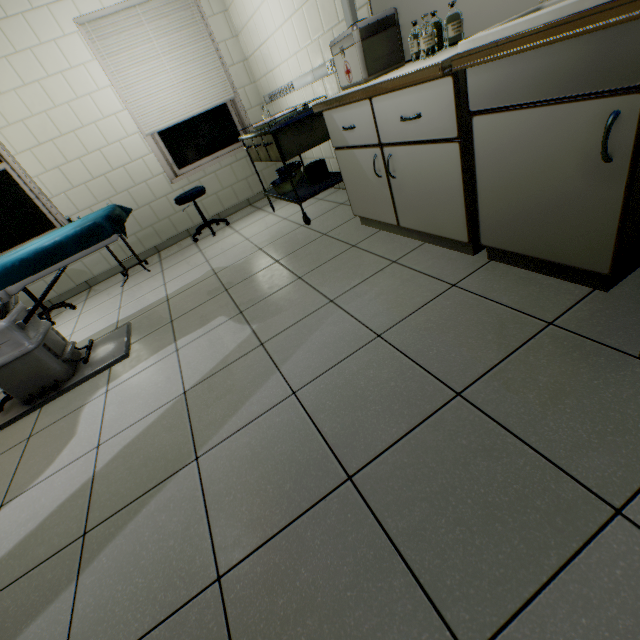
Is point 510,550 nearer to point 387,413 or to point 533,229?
point 387,413

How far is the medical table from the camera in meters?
2.8

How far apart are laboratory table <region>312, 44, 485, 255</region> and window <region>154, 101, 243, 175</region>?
2.8 meters

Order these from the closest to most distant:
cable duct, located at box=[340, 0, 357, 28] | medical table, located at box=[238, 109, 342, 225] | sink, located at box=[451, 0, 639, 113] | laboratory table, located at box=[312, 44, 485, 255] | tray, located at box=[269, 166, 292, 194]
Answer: sink, located at box=[451, 0, 639, 113], laboratory table, located at box=[312, 44, 485, 255], cable duct, located at box=[340, 0, 357, 28], medical table, located at box=[238, 109, 342, 225], tray, located at box=[269, 166, 292, 194]

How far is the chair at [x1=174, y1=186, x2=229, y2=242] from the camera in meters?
3.9 m

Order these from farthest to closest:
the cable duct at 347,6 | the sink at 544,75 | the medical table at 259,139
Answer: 1. the medical table at 259,139
2. the cable duct at 347,6
3. the sink at 544,75

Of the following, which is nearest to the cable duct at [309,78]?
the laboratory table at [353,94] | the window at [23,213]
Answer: the laboratory table at [353,94]

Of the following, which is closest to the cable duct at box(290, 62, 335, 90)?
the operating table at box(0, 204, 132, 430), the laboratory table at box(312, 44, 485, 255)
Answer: the laboratory table at box(312, 44, 485, 255)
